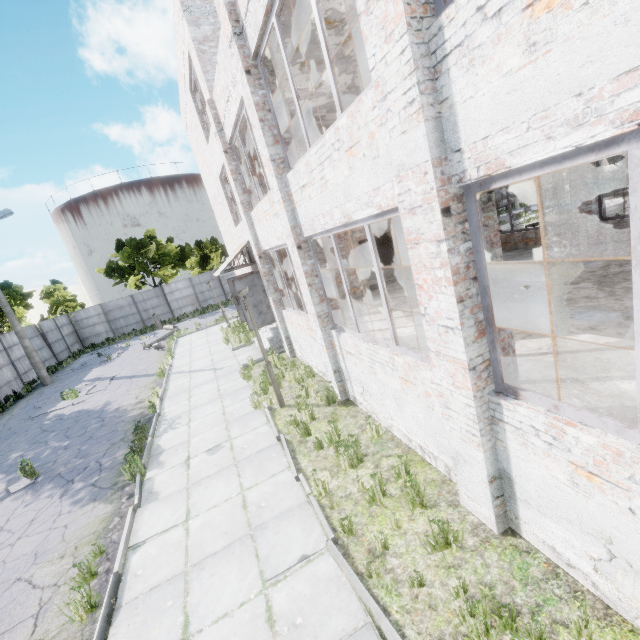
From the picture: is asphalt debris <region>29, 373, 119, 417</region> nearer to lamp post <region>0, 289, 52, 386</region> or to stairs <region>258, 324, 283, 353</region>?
lamp post <region>0, 289, 52, 386</region>

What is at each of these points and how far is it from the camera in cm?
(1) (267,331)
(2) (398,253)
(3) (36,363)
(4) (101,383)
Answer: (1) stairs, 1462
(2) stairs, 2042
(3) lamp post, 1955
(4) asphalt debris, 1631

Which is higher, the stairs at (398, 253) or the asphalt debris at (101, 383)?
the stairs at (398, 253)

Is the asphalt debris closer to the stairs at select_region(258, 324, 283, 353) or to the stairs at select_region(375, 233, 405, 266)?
the stairs at select_region(258, 324, 283, 353)

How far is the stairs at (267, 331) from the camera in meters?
13.3 m

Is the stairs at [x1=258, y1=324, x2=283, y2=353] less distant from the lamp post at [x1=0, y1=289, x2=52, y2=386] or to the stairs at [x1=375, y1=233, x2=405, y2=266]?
the stairs at [x1=375, y1=233, x2=405, y2=266]

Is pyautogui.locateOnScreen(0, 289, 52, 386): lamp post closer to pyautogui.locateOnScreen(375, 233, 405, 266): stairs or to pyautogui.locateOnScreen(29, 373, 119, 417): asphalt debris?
pyautogui.locateOnScreen(29, 373, 119, 417): asphalt debris

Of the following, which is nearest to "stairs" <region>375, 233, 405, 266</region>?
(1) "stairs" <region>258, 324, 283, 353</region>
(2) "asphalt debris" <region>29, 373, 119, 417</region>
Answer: (1) "stairs" <region>258, 324, 283, 353</region>
